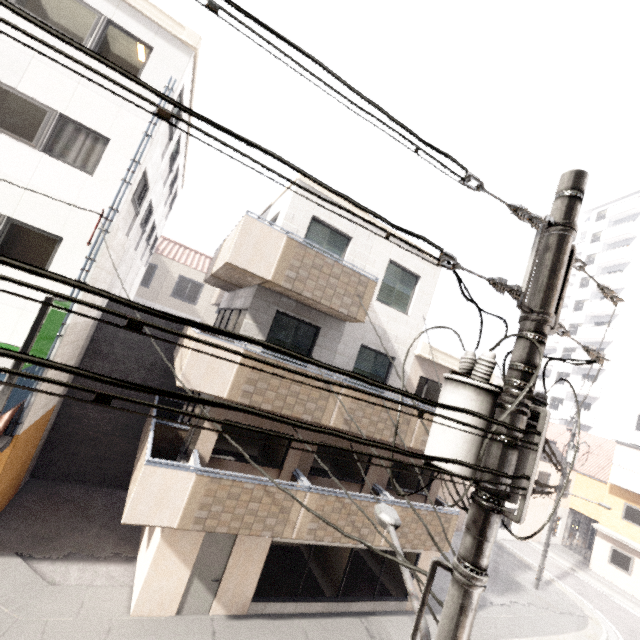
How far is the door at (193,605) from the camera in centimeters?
830cm

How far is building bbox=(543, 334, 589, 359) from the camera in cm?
3478

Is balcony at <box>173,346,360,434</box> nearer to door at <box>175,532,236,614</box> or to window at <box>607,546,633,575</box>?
door at <box>175,532,236,614</box>

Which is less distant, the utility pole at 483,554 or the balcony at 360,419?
the utility pole at 483,554

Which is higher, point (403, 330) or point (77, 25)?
point (77, 25)

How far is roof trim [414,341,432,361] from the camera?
11.10m

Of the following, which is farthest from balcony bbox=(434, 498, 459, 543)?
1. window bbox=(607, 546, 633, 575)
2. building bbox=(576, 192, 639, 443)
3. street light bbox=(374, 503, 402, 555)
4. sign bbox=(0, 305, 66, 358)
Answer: building bbox=(576, 192, 639, 443)

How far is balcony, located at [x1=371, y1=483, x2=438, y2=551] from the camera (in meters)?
9.78
